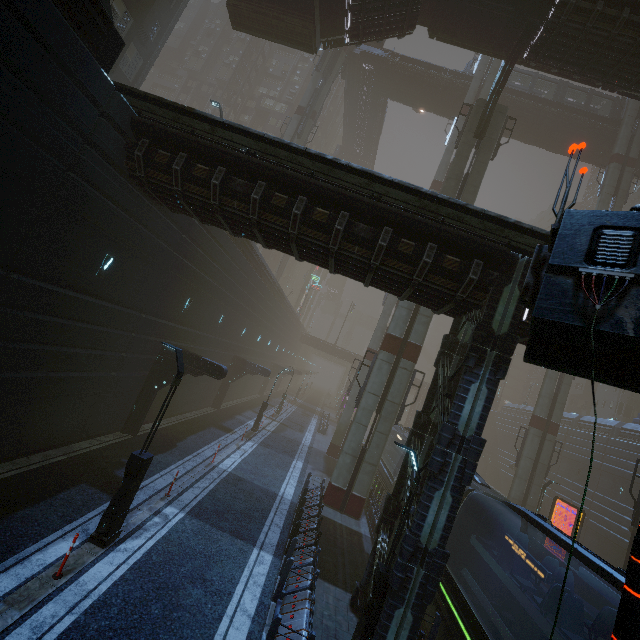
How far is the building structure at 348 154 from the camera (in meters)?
51.78

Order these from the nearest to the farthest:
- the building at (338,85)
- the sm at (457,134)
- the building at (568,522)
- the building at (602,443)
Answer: the sm at (457,134), the building at (602,443), the building at (568,522), the building at (338,85)

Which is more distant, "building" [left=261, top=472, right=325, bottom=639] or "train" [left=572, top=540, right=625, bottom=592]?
"building" [left=261, top=472, right=325, bottom=639]

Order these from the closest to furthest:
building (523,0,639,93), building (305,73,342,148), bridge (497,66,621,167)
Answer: building (523,0,639,93), bridge (497,66,621,167), building (305,73,342,148)

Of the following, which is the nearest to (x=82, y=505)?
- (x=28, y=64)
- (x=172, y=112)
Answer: (x=28, y=64)

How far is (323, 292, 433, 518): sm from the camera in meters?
17.6

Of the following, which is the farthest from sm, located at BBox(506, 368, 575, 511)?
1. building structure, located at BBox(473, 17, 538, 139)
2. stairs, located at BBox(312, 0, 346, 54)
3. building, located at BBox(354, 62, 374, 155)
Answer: building, located at BBox(354, 62, 374, 155)

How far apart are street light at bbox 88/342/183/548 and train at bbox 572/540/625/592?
11.5m
